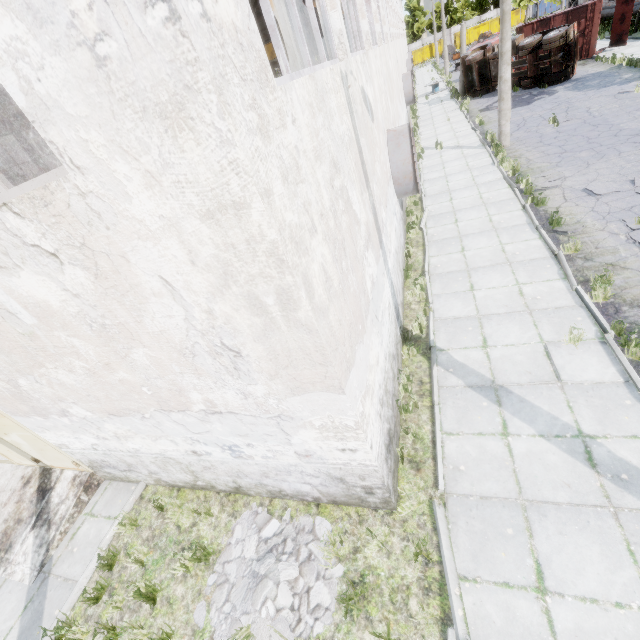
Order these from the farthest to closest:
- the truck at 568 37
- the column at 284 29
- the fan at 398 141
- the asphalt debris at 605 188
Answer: the truck at 568 37, the column at 284 29, the asphalt debris at 605 188, the fan at 398 141

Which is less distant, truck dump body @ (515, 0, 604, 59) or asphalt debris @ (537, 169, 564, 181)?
asphalt debris @ (537, 169, 564, 181)

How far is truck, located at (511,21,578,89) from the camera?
19.0 meters

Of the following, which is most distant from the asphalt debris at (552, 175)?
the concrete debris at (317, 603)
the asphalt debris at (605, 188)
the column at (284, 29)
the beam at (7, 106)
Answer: the beam at (7, 106)

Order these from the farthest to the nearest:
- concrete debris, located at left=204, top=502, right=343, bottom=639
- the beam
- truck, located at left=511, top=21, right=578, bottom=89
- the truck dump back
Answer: the truck dump back
truck, located at left=511, top=21, right=578, bottom=89
the beam
concrete debris, located at left=204, top=502, right=343, bottom=639

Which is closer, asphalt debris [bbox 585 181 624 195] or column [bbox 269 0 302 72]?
asphalt debris [bbox 585 181 624 195]

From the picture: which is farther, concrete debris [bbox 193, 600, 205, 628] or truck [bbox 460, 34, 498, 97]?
truck [bbox 460, 34, 498, 97]

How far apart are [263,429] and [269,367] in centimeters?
128cm
